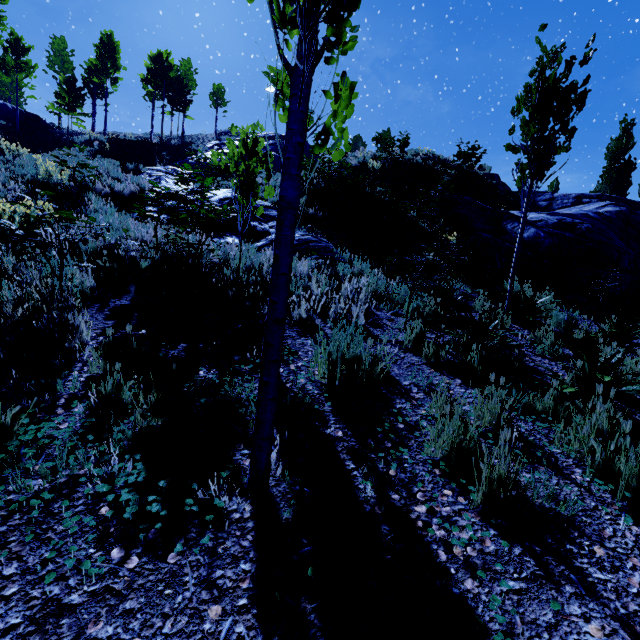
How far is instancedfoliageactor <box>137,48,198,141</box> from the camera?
34.3m

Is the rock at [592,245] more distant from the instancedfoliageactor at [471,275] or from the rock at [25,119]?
the rock at [25,119]

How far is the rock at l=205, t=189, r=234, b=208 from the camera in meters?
9.3 m

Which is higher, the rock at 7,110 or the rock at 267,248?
the rock at 7,110

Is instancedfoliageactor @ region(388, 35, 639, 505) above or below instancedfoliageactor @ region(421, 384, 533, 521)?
above

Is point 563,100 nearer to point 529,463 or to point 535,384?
point 535,384

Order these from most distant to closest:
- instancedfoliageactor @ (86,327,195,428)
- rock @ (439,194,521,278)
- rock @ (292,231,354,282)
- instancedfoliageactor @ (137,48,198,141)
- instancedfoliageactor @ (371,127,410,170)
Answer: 1. instancedfoliageactor @ (137,48,198,141)
2. instancedfoliageactor @ (371,127,410,170)
3. rock @ (439,194,521,278)
4. rock @ (292,231,354,282)
5. instancedfoliageactor @ (86,327,195,428)

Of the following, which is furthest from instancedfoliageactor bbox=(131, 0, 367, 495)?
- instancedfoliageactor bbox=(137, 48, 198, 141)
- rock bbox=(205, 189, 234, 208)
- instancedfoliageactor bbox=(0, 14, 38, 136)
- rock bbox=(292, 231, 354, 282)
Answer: instancedfoliageactor bbox=(0, 14, 38, 136)
